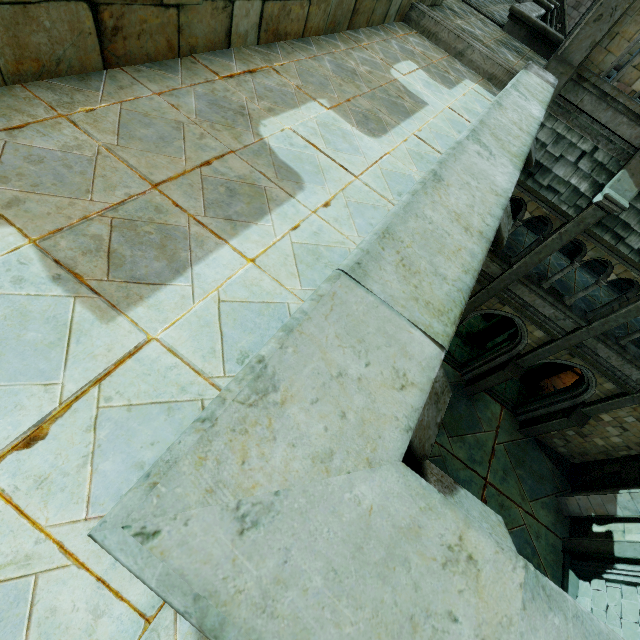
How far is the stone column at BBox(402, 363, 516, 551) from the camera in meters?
2.0

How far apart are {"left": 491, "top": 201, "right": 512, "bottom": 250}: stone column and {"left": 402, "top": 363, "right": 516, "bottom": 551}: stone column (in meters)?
2.33

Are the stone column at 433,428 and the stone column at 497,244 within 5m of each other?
yes

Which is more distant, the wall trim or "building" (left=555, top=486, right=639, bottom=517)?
"building" (left=555, top=486, right=639, bottom=517)

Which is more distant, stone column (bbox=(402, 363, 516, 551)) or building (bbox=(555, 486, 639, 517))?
building (bbox=(555, 486, 639, 517))

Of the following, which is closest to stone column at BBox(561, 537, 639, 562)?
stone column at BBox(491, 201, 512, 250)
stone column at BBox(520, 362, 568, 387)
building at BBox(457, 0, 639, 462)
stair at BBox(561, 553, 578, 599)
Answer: stair at BBox(561, 553, 578, 599)

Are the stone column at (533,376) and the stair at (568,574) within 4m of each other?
no

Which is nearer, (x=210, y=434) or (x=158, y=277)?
(x=210, y=434)
